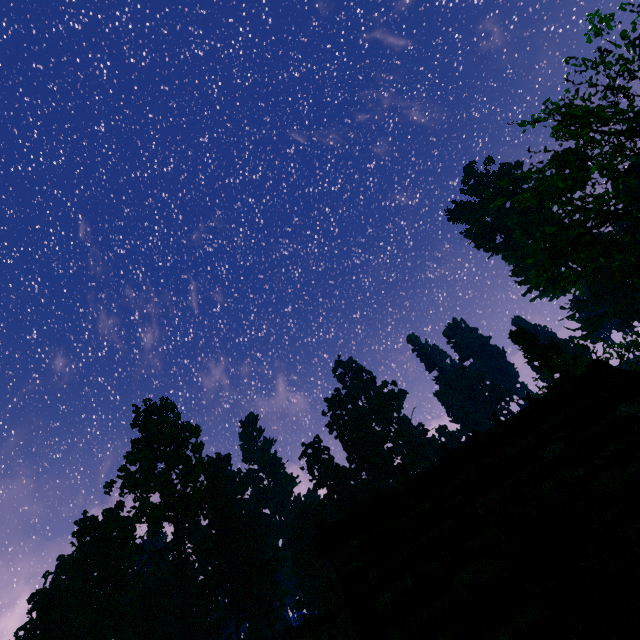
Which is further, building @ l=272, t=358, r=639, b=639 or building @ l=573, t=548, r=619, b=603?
building @ l=272, t=358, r=639, b=639

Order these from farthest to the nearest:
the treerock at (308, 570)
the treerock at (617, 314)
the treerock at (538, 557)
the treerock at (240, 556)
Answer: the treerock at (617, 314) → the treerock at (240, 556) → the treerock at (308, 570) → the treerock at (538, 557)

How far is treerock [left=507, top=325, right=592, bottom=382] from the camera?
29.78m

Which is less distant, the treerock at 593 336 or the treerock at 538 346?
the treerock at 593 336

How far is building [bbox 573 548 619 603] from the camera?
5.6 meters

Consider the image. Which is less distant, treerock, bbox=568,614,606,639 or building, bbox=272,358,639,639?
treerock, bbox=568,614,606,639

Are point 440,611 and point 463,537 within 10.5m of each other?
yes

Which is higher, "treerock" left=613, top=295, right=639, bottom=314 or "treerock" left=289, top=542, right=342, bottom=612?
"treerock" left=613, top=295, right=639, bottom=314
